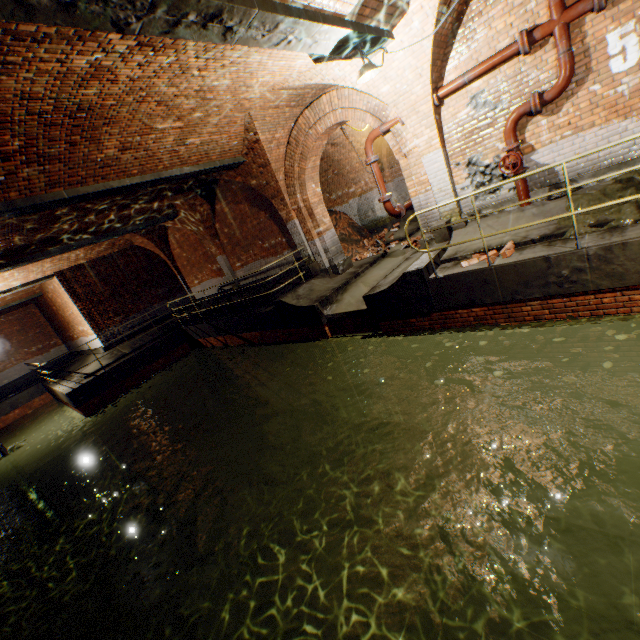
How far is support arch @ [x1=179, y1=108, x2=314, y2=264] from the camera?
8.22m

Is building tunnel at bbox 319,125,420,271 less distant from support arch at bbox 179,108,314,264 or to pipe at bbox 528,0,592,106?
support arch at bbox 179,108,314,264

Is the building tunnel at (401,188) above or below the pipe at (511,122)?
below

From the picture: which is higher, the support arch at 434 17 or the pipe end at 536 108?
the support arch at 434 17

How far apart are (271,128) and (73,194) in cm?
497

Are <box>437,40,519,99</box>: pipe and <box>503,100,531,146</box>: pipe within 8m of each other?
yes

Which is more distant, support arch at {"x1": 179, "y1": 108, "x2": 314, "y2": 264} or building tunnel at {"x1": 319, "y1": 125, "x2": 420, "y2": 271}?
building tunnel at {"x1": 319, "y1": 125, "x2": 420, "y2": 271}

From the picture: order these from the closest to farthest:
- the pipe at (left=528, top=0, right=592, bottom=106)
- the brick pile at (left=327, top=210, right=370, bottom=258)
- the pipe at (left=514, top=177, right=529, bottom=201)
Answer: the pipe at (left=528, top=0, right=592, bottom=106), the pipe at (left=514, top=177, right=529, bottom=201), the brick pile at (left=327, top=210, right=370, bottom=258)
